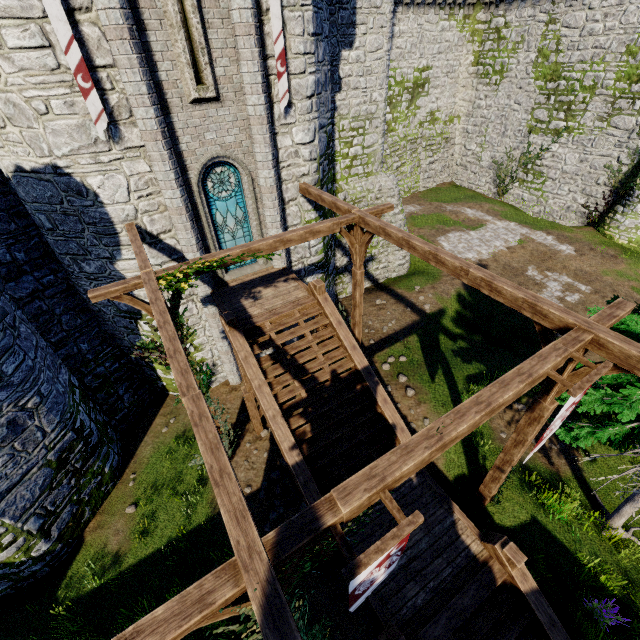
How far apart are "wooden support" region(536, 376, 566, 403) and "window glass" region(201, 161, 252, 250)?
8.70m

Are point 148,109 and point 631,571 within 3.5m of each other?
no

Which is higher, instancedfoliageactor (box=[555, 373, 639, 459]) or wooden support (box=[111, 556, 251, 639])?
wooden support (box=[111, 556, 251, 639])

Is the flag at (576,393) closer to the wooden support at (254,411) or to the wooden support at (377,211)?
the wooden support at (377,211)

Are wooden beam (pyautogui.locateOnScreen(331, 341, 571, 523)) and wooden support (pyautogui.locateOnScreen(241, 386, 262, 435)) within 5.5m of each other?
no

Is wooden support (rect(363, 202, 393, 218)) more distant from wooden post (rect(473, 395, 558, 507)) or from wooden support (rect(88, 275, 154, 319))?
wooden post (rect(473, 395, 558, 507))

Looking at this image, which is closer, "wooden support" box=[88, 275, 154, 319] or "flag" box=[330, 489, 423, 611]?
"flag" box=[330, 489, 423, 611]

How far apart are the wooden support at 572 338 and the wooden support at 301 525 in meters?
3.4
